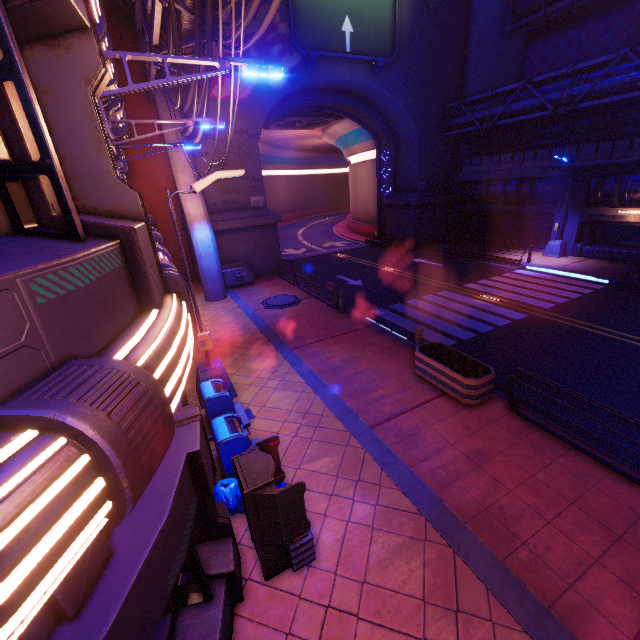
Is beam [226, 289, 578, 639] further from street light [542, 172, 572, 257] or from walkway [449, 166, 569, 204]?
walkway [449, 166, 569, 204]

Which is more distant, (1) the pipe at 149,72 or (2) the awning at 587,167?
(2) the awning at 587,167

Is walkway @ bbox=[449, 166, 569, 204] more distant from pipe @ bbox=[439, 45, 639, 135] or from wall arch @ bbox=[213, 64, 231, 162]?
pipe @ bbox=[439, 45, 639, 135]

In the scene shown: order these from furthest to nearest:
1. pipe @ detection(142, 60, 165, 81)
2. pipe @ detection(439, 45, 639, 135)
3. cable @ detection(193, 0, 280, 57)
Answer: pipe @ detection(439, 45, 639, 135)
pipe @ detection(142, 60, 165, 81)
cable @ detection(193, 0, 280, 57)

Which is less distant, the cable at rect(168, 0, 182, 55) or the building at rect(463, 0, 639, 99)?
the cable at rect(168, 0, 182, 55)

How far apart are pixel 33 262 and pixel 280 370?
9.2 meters

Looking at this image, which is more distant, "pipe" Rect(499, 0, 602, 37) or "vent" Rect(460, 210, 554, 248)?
"vent" Rect(460, 210, 554, 248)

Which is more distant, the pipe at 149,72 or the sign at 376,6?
the sign at 376,6
